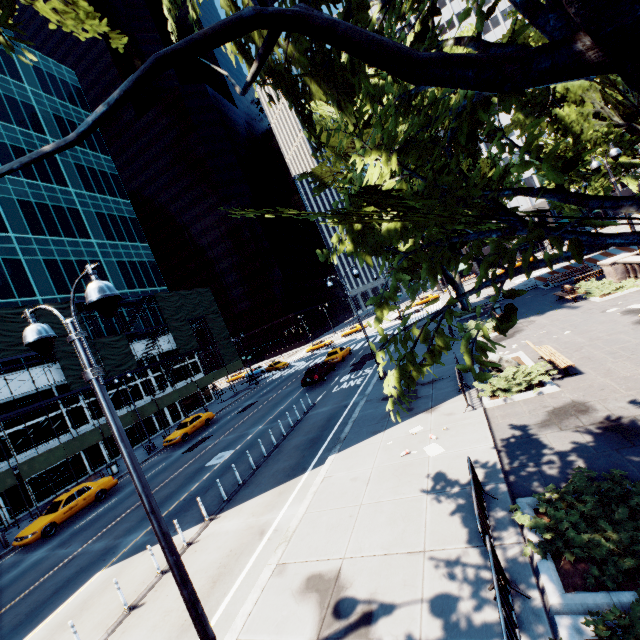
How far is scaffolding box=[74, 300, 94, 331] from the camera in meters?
30.0 m

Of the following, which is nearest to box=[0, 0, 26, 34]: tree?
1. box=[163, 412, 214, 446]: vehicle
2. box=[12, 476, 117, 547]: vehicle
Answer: box=[12, 476, 117, 547]: vehicle

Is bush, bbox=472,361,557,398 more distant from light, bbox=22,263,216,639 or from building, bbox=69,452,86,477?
building, bbox=69,452,86,477

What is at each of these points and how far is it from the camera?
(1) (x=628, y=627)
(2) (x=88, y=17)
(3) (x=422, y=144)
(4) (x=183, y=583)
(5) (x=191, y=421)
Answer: (1) bush, 3.9m
(2) tree, 8.0m
(3) tree, 5.2m
(4) light, 5.3m
(5) vehicle, 29.1m

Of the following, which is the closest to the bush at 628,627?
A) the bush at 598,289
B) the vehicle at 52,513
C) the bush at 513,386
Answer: the bush at 513,386

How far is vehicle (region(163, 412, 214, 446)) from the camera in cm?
2723

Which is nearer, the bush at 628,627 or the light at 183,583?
the bush at 628,627

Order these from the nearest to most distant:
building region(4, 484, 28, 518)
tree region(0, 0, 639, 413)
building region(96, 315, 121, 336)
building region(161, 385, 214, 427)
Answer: tree region(0, 0, 639, 413) → building region(4, 484, 28, 518) → building region(96, 315, 121, 336) → building region(161, 385, 214, 427)
